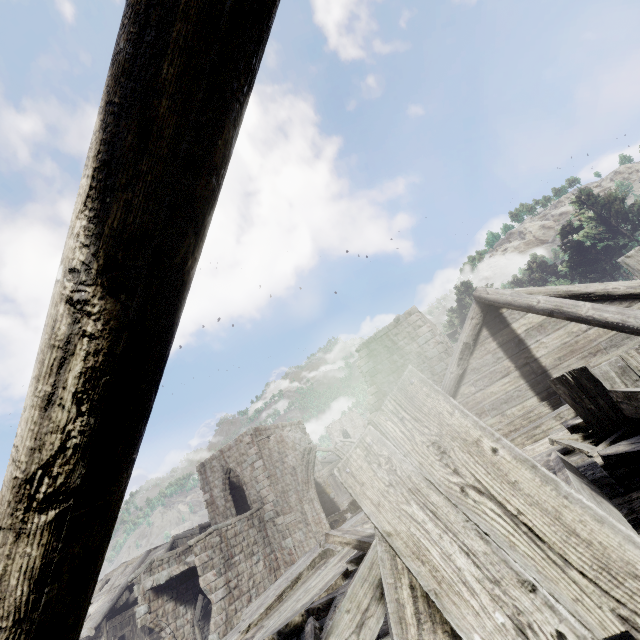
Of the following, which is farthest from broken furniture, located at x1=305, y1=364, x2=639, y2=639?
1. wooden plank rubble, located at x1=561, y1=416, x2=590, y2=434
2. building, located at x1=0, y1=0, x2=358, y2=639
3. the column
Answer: the column

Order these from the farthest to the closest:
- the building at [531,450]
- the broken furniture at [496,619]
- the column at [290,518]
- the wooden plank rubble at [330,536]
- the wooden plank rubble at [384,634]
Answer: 1. the column at [290,518]
2. the building at [531,450]
3. the wooden plank rubble at [330,536]
4. the wooden plank rubble at [384,634]
5. the broken furniture at [496,619]

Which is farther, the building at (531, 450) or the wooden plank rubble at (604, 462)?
the building at (531, 450)

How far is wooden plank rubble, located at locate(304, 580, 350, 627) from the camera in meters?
2.4

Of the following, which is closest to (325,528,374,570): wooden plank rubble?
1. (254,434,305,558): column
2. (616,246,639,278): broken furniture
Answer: (616,246,639,278): broken furniture

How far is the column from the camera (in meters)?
18.25

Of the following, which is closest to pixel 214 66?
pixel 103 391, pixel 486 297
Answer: pixel 103 391
